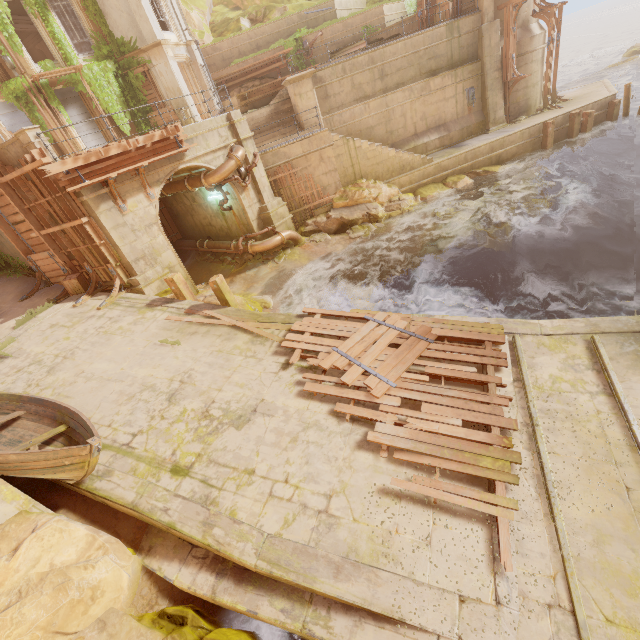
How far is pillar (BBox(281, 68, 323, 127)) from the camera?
16.1m

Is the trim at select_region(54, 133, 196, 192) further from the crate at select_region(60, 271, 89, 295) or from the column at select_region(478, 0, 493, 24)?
the column at select_region(478, 0, 493, 24)

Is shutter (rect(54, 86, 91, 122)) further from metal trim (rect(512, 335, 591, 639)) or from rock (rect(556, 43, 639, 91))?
rock (rect(556, 43, 639, 91))

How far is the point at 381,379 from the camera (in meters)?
6.90

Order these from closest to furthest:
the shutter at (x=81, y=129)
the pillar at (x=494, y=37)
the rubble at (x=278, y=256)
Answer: the rubble at (x=278, y=256)
the pillar at (x=494, y=37)
the shutter at (x=81, y=129)

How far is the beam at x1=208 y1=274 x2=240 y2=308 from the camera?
10.1m

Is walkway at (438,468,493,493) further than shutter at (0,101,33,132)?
No

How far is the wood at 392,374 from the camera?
5.2 meters
